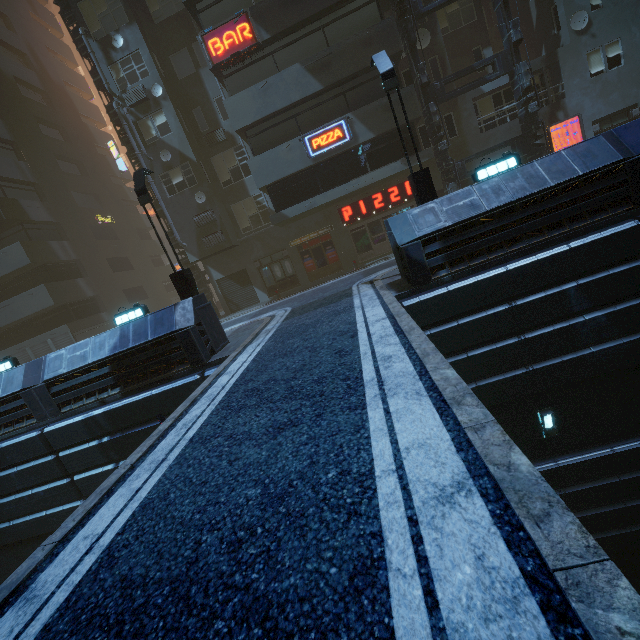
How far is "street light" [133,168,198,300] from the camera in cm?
1126

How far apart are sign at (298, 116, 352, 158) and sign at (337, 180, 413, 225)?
3.7 meters

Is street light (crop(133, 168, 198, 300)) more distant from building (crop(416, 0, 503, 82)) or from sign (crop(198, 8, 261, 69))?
sign (crop(198, 8, 261, 69))

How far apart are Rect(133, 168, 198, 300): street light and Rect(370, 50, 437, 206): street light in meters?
8.2

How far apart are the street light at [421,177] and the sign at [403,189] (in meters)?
8.54

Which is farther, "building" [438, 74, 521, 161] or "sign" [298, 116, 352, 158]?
"building" [438, 74, 521, 161]

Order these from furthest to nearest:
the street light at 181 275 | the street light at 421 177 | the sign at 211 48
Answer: the sign at 211 48 → the street light at 181 275 → the street light at 421 177

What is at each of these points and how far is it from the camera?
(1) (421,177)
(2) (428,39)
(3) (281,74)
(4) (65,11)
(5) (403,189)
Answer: (1) street light, 10.2m
(2) building, 17.3m
(3) building, 15.8m
(4) building structure, 18.5m
(5) sign, 19.1m
